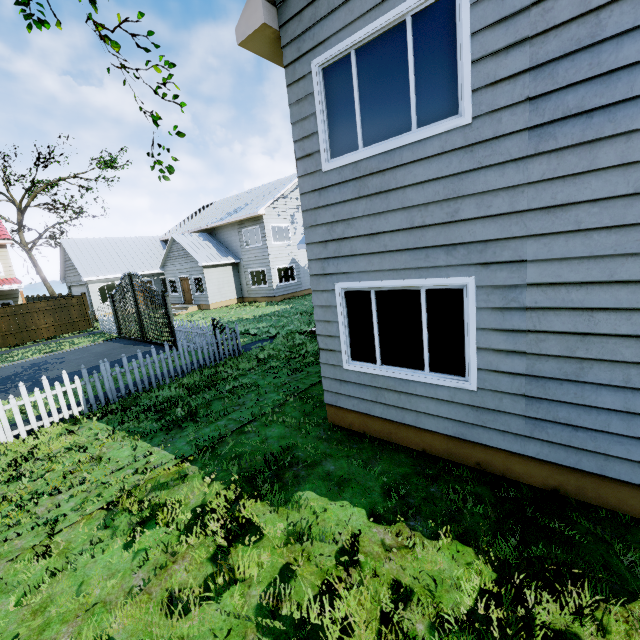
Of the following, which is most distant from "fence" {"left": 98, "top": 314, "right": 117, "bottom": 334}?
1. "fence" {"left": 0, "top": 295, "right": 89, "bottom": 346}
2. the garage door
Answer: the garage door

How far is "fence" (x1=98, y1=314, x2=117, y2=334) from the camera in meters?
18.4 m

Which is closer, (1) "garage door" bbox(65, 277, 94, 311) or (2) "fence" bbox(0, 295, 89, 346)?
(2) "fence" bbox(0, 295, 89, 346)

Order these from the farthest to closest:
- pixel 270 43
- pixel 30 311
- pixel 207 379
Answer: pixel 30 311
pixel 207 379
pixel 270 43

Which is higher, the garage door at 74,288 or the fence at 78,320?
the garage door at 74,288

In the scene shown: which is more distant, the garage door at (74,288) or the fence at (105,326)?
the garage door at (74,288)

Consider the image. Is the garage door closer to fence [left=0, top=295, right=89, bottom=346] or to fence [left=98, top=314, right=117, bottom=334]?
fence [left=0, top=295, right=89, bottom=346]
